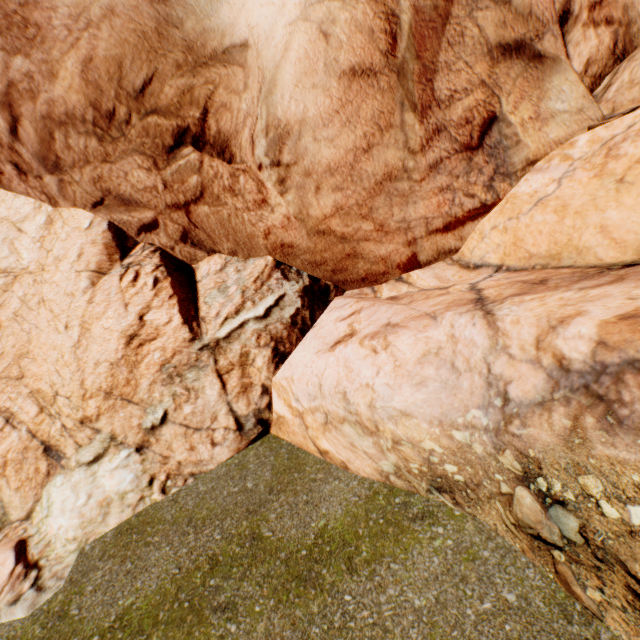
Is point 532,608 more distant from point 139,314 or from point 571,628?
point 139,314
